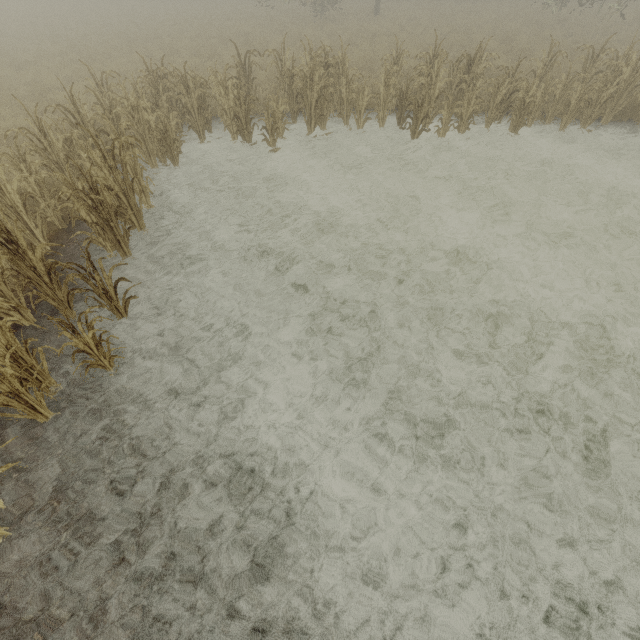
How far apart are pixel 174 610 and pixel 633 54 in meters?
15.0

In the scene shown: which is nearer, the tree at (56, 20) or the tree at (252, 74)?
the tree at (252, 74)

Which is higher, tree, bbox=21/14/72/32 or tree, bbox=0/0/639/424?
tree, bbox=21/14/72/32

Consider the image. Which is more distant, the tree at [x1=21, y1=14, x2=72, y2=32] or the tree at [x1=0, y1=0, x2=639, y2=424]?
the tree at [x1=21, y1=14, x2=72, y2=32]

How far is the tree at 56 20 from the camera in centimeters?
2278cm

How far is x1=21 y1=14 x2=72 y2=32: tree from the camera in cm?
2278
